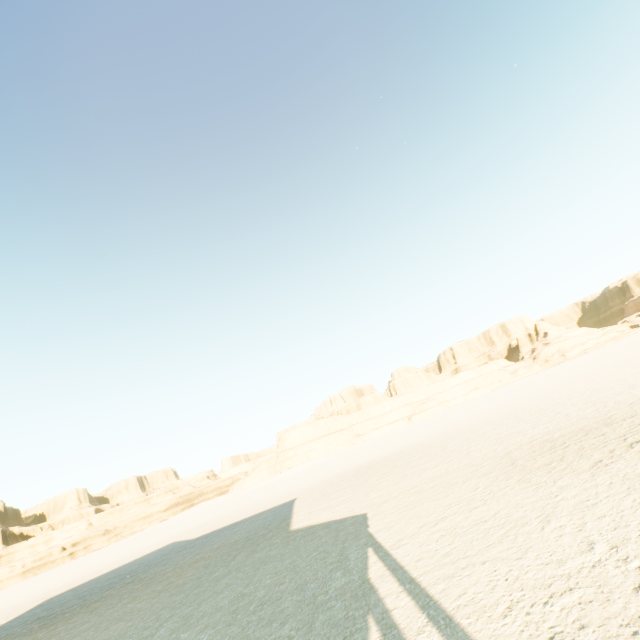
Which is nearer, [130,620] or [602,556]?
[602,556]
